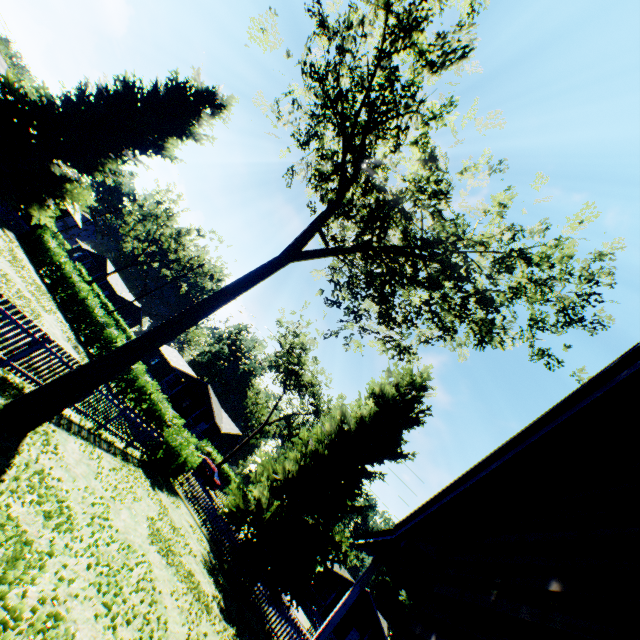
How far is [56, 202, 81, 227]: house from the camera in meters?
28.0 m

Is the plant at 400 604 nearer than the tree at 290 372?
No

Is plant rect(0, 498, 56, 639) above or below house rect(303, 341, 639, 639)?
below

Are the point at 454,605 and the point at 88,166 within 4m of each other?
no

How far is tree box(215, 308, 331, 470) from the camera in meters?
37.1 m

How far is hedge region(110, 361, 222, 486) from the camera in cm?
1598

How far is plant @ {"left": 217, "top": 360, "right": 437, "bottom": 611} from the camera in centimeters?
1496cm

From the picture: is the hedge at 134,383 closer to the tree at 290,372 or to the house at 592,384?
the house at 592,384
